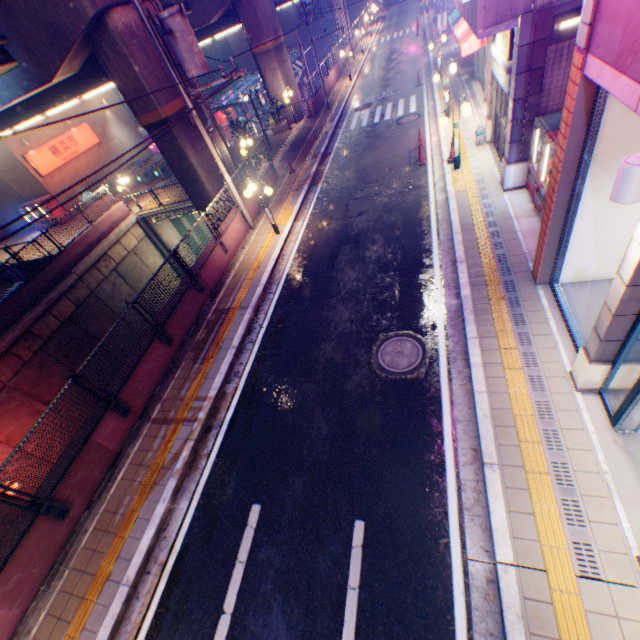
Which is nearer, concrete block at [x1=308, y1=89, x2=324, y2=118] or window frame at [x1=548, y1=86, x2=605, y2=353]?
window frame at [x1=548, y1=86, x2=605, y2=353]

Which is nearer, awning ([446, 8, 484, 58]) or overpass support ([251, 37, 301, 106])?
awning ([446, 8, 484, 58])

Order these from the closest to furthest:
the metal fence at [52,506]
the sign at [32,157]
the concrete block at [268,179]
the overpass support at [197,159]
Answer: the metal fence at [52,506] < the overpass support at [197,159] < the concrete block at [268,179] < the sign at [32,157]

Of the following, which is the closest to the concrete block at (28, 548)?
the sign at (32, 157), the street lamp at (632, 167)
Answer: the street lamp at (632, 167)

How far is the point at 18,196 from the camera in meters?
24.8

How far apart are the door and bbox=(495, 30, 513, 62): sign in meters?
0.7

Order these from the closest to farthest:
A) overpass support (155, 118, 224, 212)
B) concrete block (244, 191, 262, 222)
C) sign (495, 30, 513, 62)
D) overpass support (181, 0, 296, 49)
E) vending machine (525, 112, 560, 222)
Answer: vending machine (525, 112, 560, 222)
sign (495, 30, 513, 62)
overpass support (155, 118, 224, 212)
concrete block (244, 191, 262, 222)
overpass support (181, 0, 296, 49)

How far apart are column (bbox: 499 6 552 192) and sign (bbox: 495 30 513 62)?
0.5 meters
